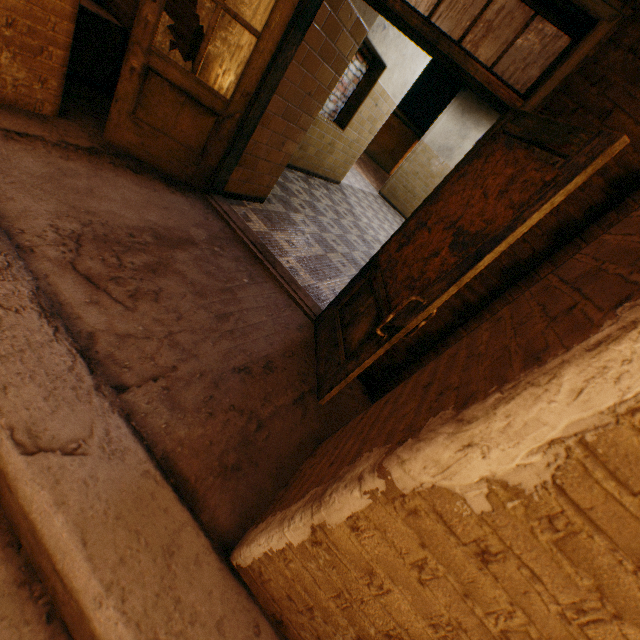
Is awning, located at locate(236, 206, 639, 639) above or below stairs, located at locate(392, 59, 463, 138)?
below

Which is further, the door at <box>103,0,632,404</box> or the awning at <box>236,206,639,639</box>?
the door at <box>103,0,632,404</box>

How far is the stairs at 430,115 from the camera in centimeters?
1000cm

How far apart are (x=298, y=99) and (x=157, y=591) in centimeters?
366cm

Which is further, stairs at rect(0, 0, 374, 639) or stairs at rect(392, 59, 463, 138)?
stairs at rect(392, 59, 463, 138)

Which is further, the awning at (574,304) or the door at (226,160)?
the door at (226,160)

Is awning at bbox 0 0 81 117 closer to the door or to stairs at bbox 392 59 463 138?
the door

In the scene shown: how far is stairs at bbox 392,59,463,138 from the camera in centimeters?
1000cm
